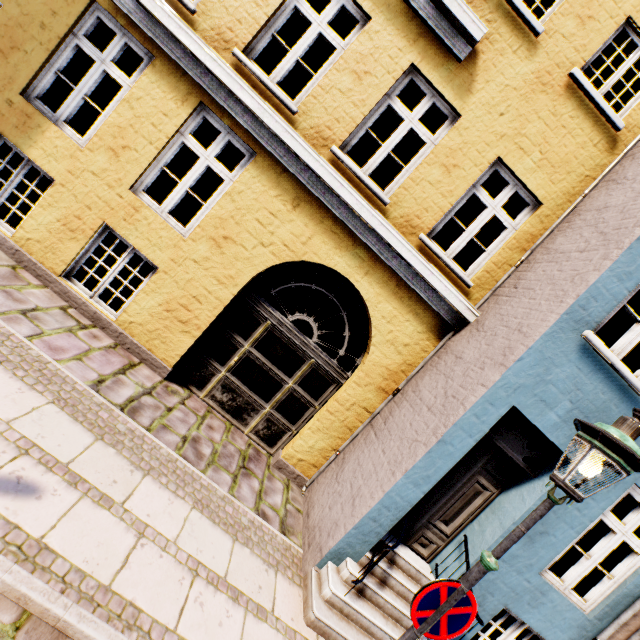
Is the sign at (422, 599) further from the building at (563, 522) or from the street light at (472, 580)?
Answer: the building at (563, 522)

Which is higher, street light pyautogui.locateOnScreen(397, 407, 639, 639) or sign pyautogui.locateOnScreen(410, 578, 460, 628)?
street light pyautogui.locateOnScreen(397, 407, 639, 639)

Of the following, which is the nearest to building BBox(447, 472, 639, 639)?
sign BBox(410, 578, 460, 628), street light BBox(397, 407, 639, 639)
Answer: street light BBox(397, 407, 639, 639)

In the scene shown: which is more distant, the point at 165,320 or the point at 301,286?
the point at 301,286

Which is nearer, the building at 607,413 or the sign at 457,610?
the sign at 457,610

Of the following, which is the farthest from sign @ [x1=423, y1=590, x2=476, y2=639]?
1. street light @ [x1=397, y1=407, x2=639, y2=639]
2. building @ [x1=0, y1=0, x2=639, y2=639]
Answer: building @ [x1=0, y1=0, x2=639, y2=639]

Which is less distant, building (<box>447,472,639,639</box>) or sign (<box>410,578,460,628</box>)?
sign (<box>410,578,460,628</box>)
